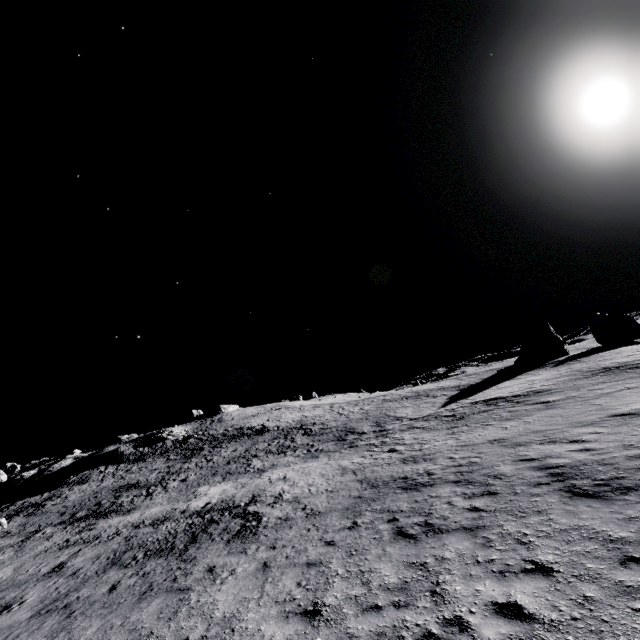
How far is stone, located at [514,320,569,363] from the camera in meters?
49.7

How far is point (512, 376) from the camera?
41.97m

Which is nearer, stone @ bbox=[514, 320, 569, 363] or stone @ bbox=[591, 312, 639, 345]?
stone @ bbox=[514, 320, 569, 363]

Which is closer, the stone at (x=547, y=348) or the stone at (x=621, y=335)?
the stone at (x=547, y=348)

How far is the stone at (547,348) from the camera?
49.72m
